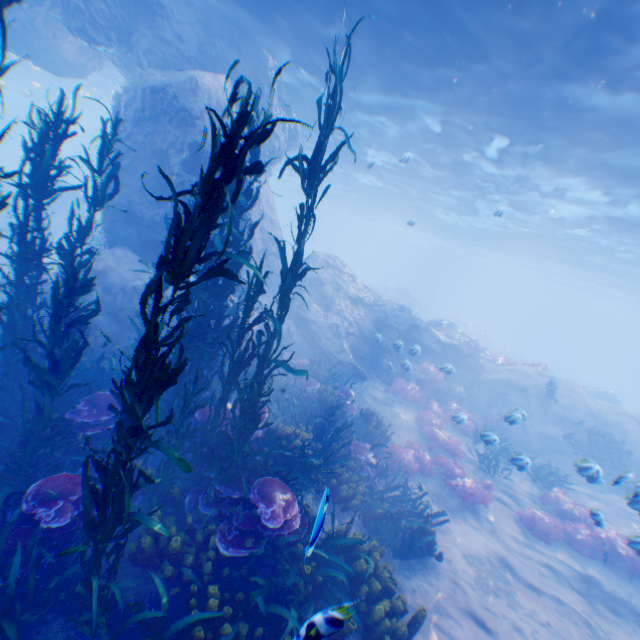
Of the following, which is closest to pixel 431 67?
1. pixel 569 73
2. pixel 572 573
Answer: pixel 569 73

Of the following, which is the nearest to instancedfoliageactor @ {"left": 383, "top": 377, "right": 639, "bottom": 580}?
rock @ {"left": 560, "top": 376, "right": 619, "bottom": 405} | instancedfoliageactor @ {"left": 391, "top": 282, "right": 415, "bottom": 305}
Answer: rock @ {"left": 560, "top": 376, "right": 619, "bottom": 405}

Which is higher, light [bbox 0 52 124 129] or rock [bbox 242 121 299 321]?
light [bbox 0 52 124 129]

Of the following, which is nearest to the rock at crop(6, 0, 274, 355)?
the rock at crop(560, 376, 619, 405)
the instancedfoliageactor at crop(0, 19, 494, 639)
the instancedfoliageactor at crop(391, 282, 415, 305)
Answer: the instancedfoliageactor at crop(0, 19, 494, 639)

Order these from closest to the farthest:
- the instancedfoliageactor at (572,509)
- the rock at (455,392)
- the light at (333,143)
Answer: the instancedfoliageactor at (572,509) < the rock at (455,392) < the light at (333,143)

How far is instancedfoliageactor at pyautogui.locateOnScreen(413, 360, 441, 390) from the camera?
15.1 meters

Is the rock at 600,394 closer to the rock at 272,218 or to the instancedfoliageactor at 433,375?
the rock at 272,218

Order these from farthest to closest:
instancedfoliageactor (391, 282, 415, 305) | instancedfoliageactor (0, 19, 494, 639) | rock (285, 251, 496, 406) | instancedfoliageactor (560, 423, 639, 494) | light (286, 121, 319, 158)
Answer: instancedfoliageactor (391, 282, 415, 305) < light (286, 121, 319, 158) < rock (285, 251, 496, 406) < instancedfoliageactor (560, 423, 639, 494) < instancedfoliageactor (0, 19, 494, 639)
